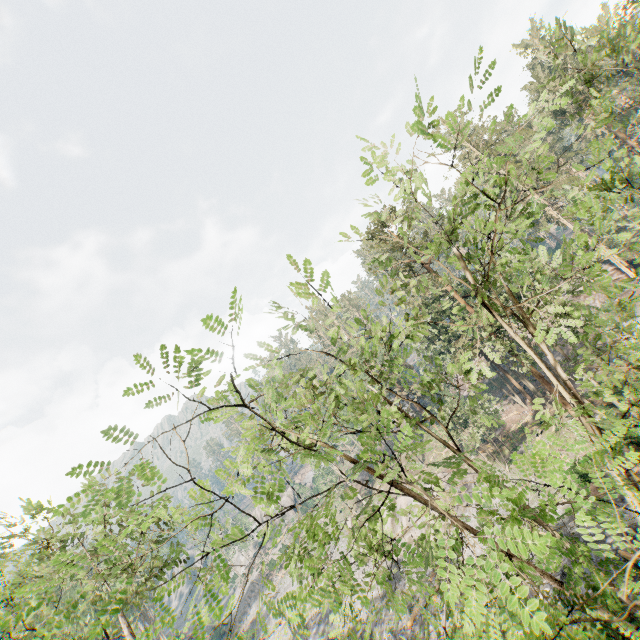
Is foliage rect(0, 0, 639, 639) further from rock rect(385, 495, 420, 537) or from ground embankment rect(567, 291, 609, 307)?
rock rect(385, 495, 420, 537)

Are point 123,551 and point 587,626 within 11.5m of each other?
no

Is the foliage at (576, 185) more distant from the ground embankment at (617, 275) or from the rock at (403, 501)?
the rock at (403, 501)

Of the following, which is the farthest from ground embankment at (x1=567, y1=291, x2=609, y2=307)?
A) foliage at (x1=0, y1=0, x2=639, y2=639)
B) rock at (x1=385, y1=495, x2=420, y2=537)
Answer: rock at (x1=385, y1=495, x2=420, y2=537)

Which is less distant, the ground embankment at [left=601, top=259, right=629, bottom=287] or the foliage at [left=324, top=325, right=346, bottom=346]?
the foliage at [left=324, top=325, right=346, bottom=346]

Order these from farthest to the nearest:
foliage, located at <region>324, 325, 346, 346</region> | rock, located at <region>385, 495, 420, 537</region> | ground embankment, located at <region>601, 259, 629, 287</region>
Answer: ground embankment, located at <region>601, 259, 629, 287</region>
rock, located at <region>385, 495, 420, 537</region>
foliage, located at <region>324, 325, 346, 346</region>
